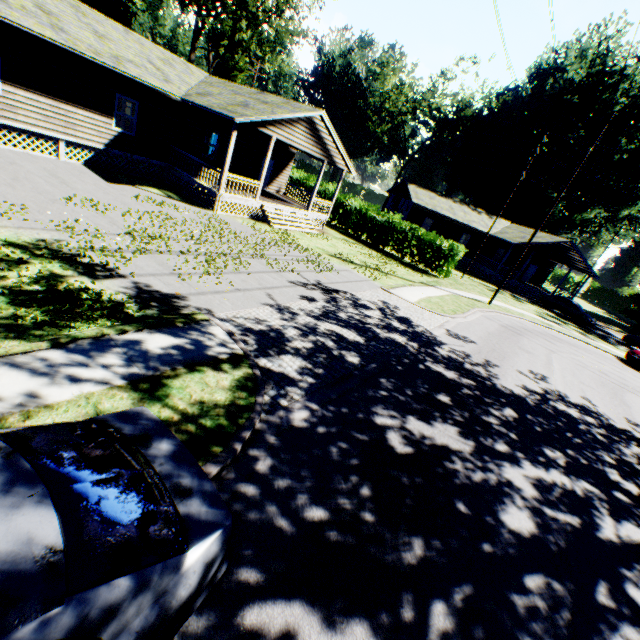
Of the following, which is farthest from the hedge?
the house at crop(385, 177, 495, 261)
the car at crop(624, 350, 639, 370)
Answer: the car at crop(624, 350, 639, 370)

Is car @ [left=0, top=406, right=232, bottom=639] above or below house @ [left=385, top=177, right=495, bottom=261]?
below

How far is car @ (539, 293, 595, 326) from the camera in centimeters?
2978cm

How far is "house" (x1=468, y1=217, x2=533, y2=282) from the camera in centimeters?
3403cm

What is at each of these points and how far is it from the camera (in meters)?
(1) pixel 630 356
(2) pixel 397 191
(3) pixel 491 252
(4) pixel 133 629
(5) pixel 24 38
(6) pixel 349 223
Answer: (1) car, 21.67
(2) house, 42.31
(3) house, 38.41
(4) car, 1.96
(5) house, 12.19
(6) hedge, 27.61

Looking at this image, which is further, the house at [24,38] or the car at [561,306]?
the car at [561,306]

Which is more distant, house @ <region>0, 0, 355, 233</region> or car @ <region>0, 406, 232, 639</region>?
house @ <region>0, 0, 355, 233</region>

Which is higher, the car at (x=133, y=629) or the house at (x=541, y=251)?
the house at (x=541, y=251)
